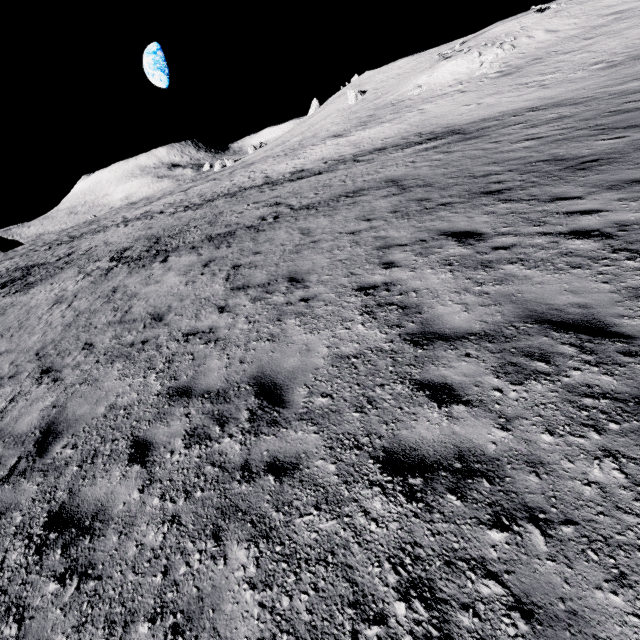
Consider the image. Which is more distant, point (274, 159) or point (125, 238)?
point (274, 159)
